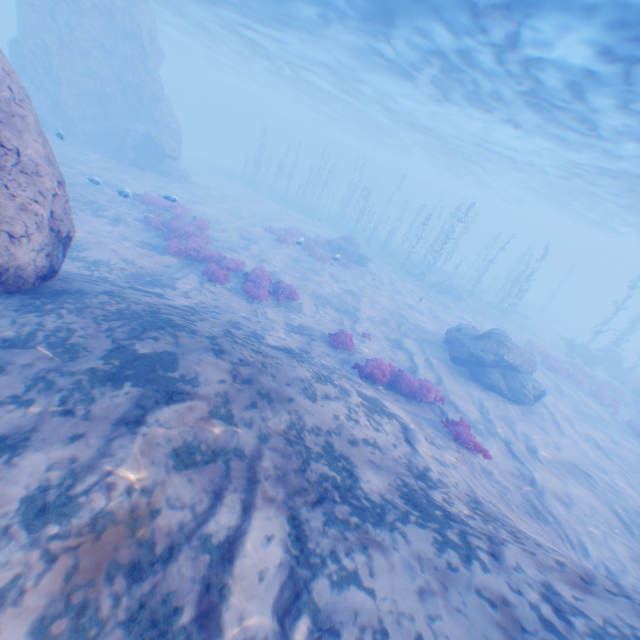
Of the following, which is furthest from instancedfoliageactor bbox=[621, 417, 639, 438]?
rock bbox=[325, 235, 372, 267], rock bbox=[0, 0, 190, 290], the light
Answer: rock bbox=[325, 235, 372, 267]

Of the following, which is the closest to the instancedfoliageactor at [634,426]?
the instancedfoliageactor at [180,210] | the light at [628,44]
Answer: the light at [628,44]

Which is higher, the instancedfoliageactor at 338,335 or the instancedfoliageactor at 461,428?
the instancedfoliageactor at 461,428

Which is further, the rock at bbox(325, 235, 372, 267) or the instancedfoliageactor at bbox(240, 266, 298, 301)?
the rock at bbox(325, 235, 372, 267)

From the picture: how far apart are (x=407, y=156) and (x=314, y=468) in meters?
59.7

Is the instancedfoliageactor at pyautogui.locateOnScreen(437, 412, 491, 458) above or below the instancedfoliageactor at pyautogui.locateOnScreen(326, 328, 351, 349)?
above

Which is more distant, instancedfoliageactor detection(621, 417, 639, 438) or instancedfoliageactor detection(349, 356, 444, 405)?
instancedfoliageactor detection(621, 417, 639, 438)
